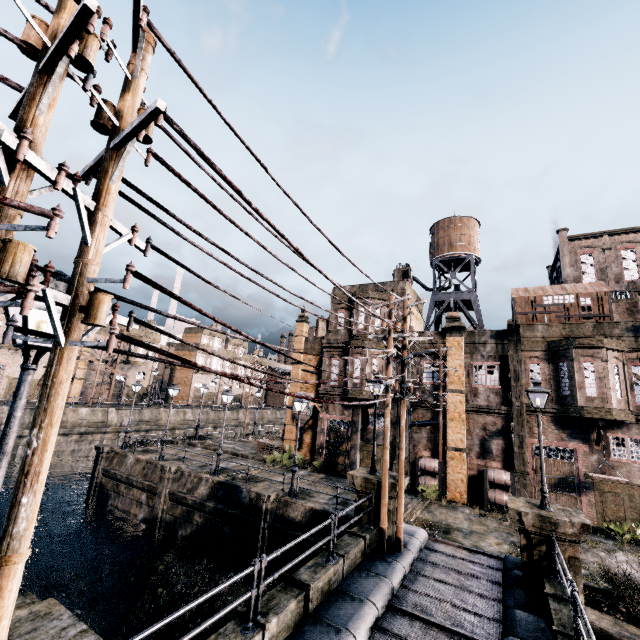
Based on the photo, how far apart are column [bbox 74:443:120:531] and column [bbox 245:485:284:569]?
15.6 meters

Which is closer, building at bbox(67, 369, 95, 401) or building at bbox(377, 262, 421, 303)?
building at bbox(377, 262, 421, 303)

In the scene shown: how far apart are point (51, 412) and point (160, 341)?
61.8 meters

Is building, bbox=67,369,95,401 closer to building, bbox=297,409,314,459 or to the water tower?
building, bbox=297,409,314,459

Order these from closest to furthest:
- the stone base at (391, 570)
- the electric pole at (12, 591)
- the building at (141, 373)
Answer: the electric pole at (12, 591)
the stone base at (391, 570)
the building at (141, 373)

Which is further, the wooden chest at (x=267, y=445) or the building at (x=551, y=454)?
the wooden chest at (x=267, y=445)

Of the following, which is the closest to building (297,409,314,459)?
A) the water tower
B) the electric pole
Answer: Result: the water tower

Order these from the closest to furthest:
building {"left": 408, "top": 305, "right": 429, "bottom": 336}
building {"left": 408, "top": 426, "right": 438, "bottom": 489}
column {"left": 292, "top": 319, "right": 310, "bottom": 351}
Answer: building {"left": 408, "top": 426, "right": 438, "bottom": 489} → building {"left": 408, "top": 305, "right": 429, "bottom": 336} → column {"left": 292, "top": 319, "right": 310, "bottom": 351}
